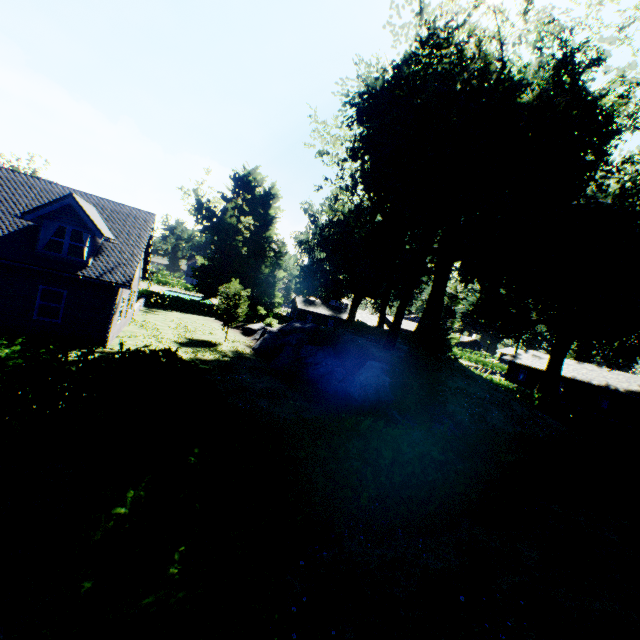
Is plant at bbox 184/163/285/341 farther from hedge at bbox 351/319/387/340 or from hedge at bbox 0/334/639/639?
hedge at bbox 0/334/639/639

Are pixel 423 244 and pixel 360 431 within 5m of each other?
no

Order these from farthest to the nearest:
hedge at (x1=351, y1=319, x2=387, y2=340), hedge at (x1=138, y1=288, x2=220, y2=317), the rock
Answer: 1. hedge at (x1=138, y1=288, x2=220, y2=317)
2. hedge at (x1=351, y1=319, x2=387, y2=340)
3. the rock

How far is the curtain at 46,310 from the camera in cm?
1517

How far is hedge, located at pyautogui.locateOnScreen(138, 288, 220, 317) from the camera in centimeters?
4225cm

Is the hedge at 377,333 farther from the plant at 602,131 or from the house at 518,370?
the house at 518,370

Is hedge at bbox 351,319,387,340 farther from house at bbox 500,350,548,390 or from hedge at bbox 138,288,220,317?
house at bbox 500,350,548,390

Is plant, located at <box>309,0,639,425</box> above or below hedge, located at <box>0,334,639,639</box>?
above
